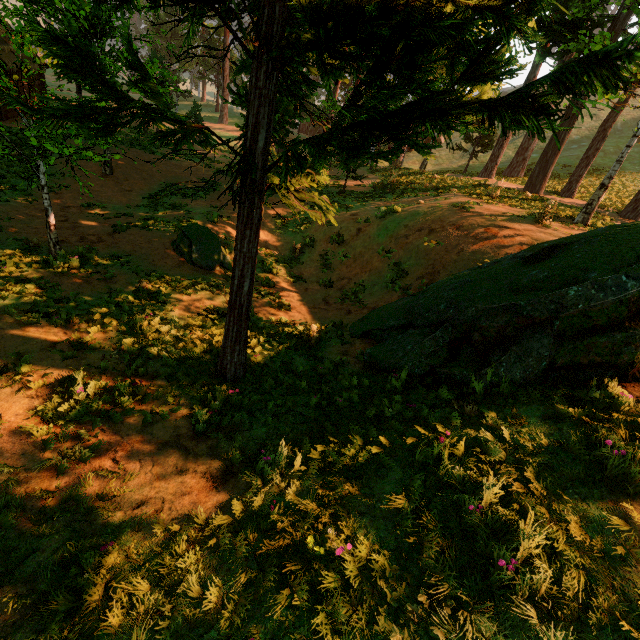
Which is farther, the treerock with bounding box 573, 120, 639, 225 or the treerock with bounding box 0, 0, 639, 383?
the treerock with bounding box 573, 120, 639, 225

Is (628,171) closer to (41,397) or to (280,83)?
(280,83)

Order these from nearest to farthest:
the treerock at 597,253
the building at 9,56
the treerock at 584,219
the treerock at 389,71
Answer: the treerock at 389,71 → the treerock at 597,253 → the treerock at 584,219 → the building at 9,56

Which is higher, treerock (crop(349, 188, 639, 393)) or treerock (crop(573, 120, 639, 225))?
treerock (crop(573, 120, 639, 225))

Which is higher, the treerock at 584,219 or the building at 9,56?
the treerock at 584,219

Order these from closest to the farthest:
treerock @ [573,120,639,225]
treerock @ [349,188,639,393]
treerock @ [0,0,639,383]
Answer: treerock @ [0,0,639,383] → treerock @ [349,188,639,393] → treerock @ [573,120,639,225]

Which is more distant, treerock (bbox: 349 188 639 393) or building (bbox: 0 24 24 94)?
building (bbox: 0 24 24 94)

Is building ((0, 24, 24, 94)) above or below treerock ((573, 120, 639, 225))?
below
